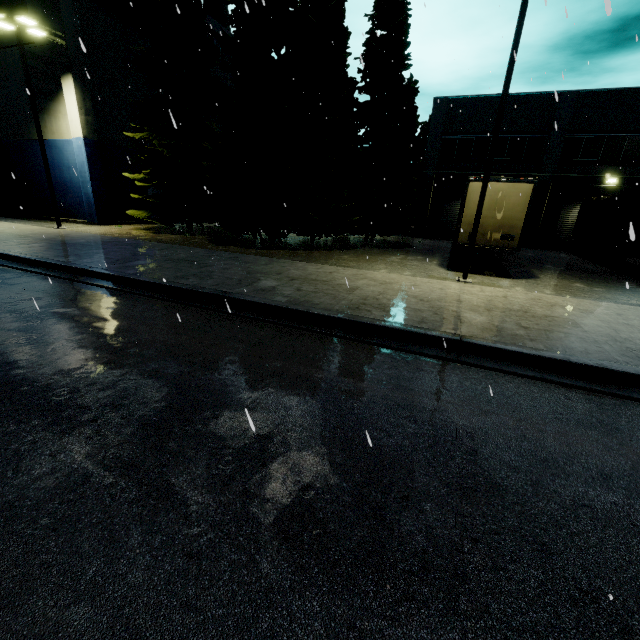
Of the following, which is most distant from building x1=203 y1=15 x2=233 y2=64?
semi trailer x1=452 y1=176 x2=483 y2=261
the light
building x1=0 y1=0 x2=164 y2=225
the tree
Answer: the light

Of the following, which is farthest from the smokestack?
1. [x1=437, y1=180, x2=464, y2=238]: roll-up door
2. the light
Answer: [x1=437, y1=180, x2=464, y2=238]: roll-up door

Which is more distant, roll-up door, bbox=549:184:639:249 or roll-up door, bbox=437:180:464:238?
roll-up door, bbox=437:180:464:238

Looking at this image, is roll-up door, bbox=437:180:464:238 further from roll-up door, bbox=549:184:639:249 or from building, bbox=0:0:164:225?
building, bbox=0:0:164:225

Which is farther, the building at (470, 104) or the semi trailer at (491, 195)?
the building at (470, 104)

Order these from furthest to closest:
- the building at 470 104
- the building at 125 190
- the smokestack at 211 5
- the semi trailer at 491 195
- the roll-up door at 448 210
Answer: the smokestack at 211 5 < the roll-up door at 448 210 < the building at 470 104 < the building at 125 190 < the semi trailer at 491 195

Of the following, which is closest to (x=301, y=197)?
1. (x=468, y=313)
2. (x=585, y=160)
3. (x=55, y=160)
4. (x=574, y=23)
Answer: (x=468, y=313)

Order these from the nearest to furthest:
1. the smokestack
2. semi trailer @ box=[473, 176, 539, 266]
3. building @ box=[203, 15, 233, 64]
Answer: semi trailer @ box=[473, 176, 539, 266], building @ box=[203, 15, 233, 64], the smokestack
